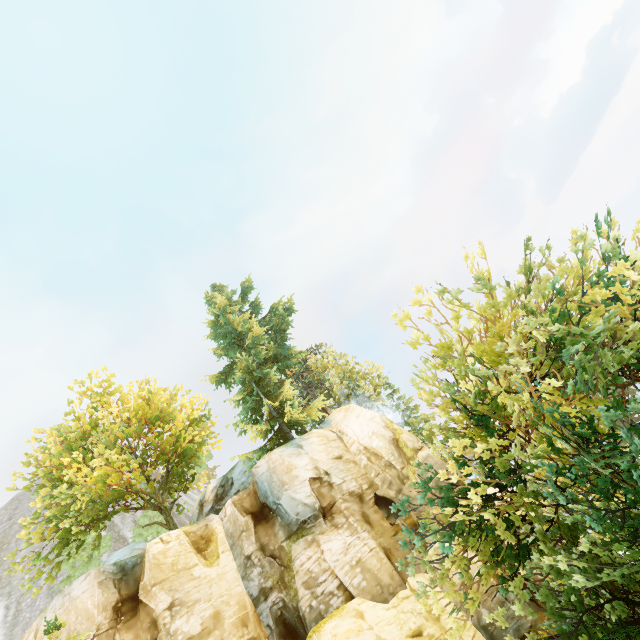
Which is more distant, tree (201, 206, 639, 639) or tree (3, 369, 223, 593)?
tree (3, 369, 223, 593)

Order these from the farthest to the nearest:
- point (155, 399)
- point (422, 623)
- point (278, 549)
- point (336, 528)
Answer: point (155, 399) → point (278, 549) → point (336, 528) → point (422, 623)

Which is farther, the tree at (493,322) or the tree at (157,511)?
the tree at (157,511)
